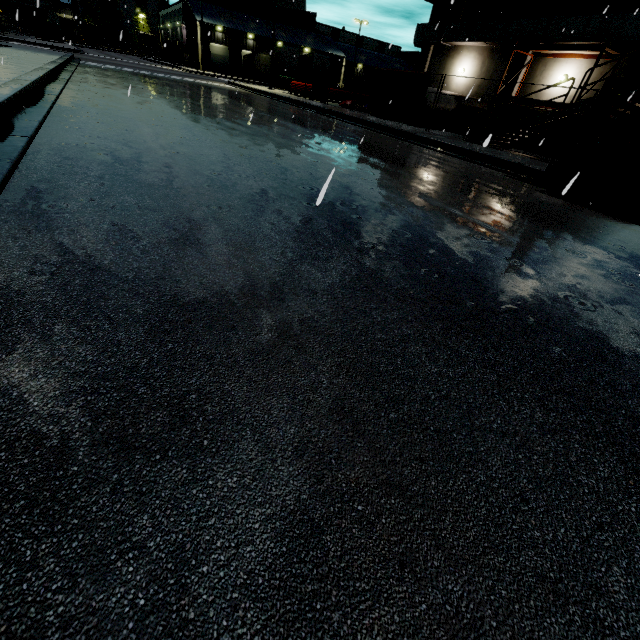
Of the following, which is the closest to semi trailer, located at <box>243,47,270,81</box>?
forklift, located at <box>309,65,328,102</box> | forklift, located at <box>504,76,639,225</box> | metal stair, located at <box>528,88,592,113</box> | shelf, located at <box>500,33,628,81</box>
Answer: forklift, located at <box>504,76,639,225</box>

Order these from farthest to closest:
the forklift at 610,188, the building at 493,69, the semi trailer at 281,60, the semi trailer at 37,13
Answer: the semi trailer at 37,13
the semi trailer at 281,60
the building at 493,69
the forklift at 610,188

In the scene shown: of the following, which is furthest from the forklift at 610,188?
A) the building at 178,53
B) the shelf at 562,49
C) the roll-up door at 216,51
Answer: the roll-up door at 216,51

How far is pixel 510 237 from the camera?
4.2 meters

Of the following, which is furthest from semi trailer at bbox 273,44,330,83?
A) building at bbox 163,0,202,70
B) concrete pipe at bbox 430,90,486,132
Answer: concrete pipe at bbox 430,90,486,132

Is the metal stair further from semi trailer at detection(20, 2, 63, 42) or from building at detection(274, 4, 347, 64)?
semi trailer at detection(20, 2, 63, 42)

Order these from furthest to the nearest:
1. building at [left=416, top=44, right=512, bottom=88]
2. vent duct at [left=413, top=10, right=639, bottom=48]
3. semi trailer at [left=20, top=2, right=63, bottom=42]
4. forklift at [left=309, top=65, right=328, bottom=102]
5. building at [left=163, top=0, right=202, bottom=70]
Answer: building at [left=163, top=0, right=202, bottom=70]
semi trailer at [left=20, top=2, right=63, bottom=42]
forklift at [left=309, top=65, right=328, bottom=102]
building at [left=416, top=44, right=512, bottom=88]
vent duct at [left=413, top=10, right=639, bottom=48]

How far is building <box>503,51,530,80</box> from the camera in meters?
18.2
